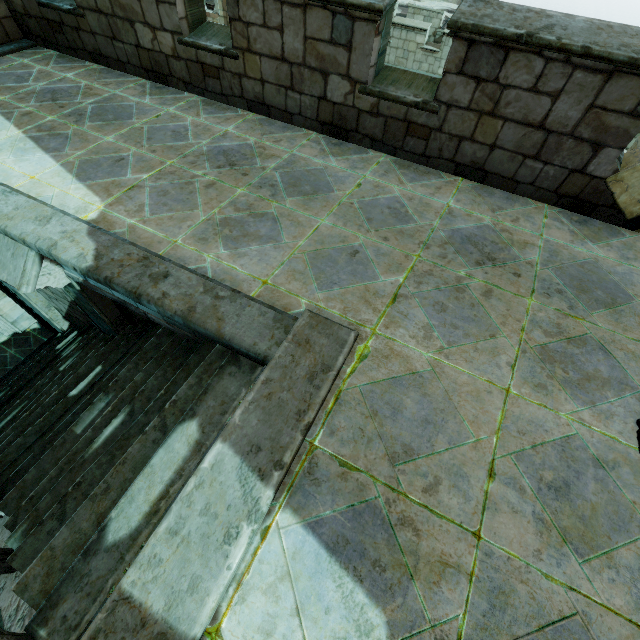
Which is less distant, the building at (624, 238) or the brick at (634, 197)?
the building at (624, 238)

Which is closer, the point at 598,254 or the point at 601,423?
the point at 601,423

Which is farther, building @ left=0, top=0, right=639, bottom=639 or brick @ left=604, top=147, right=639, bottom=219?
brick @ left=604, top=147, right=639, bottom=219
